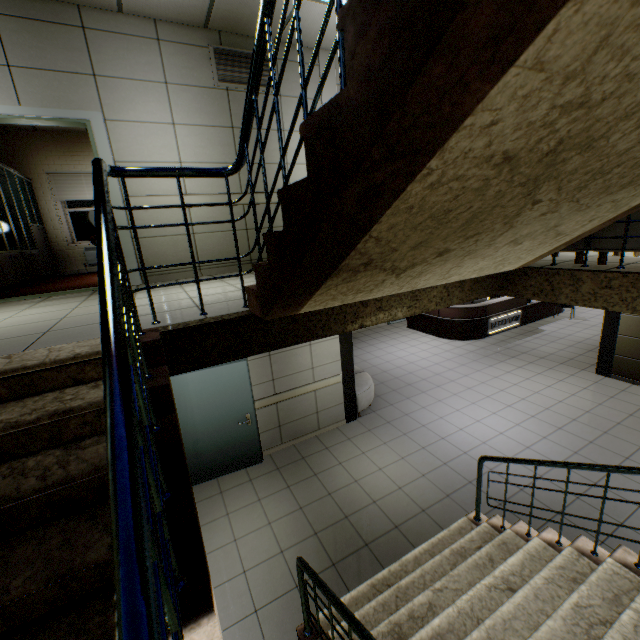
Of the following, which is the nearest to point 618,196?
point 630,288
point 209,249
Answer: point 630,288

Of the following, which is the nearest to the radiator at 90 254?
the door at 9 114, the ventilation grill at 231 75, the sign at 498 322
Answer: the door at 9 114

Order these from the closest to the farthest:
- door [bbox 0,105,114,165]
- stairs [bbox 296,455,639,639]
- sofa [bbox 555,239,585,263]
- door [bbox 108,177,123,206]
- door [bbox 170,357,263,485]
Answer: stairs [bbox 296,455,639,639]
sofa [bbox 555,239,585,263]
door [bbox 0,105,114,165]
door [bbox 108,177,123,206]
door [bbox 170,357,263,485]

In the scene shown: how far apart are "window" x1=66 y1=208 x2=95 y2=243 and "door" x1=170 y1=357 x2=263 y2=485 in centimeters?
531cm

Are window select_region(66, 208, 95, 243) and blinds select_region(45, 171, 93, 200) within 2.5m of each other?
yes

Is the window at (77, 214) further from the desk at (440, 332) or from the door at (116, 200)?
the desk at (440, 332)

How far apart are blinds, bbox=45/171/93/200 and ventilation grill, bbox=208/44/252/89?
5.2m

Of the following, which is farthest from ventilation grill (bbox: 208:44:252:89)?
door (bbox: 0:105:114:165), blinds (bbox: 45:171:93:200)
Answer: blinds (bbox: 45:171:93:200)
